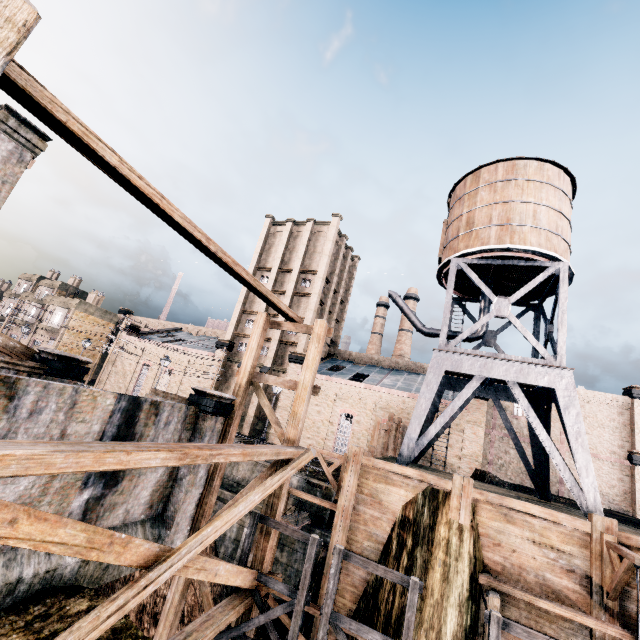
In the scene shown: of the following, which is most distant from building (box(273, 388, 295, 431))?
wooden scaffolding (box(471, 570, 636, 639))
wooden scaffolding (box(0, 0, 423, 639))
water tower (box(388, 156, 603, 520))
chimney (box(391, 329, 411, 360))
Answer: wooden scaffolding (box(0, 0, 423, 639))

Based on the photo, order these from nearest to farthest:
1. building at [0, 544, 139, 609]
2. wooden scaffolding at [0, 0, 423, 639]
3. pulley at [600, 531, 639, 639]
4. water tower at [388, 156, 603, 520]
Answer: wooden scaffolding at [0, 0, 423, 639]
building at [0, 544, 139, 609]
pulley at [600, 531, 639, 639]
water tower at [388, 156, 603, 520]

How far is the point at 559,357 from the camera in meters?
16.7 m

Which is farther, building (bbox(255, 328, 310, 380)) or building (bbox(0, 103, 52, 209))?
building (bbox(255, 328, 310, 380))

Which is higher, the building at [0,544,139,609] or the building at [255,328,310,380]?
the building at [255,328,310,380]

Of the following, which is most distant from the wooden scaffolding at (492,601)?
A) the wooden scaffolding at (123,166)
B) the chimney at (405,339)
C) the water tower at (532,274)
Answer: the chimney at (405,339)

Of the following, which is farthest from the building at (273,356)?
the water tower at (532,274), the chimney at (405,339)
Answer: the chimney at (405,339)

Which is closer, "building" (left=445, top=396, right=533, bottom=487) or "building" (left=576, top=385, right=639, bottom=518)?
"building" (left=445, top=396, right=533, bottom=487)
